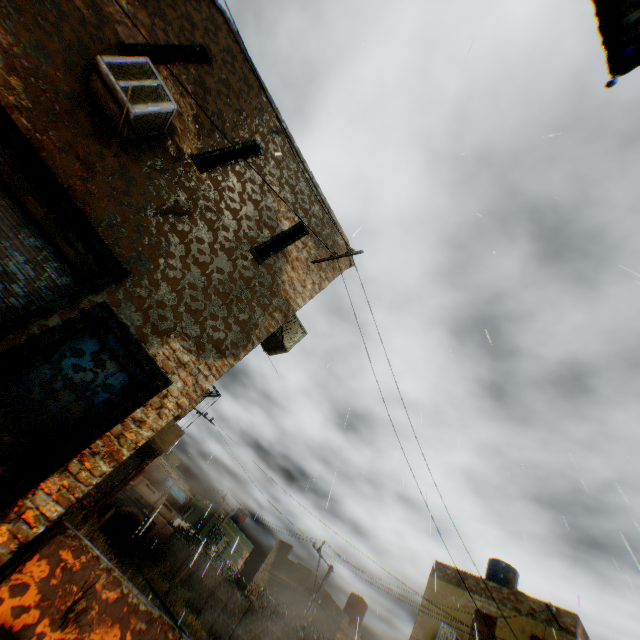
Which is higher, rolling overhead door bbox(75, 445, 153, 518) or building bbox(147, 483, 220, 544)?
building bbox(147, 483, 220, 544)

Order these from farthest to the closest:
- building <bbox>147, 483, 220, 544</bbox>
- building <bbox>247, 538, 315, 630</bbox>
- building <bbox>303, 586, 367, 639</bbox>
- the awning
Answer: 1. building <bbox>147, 483, 220, 544</bbox>
2. building <bbox>247, 538, 315, 630</bbox>
3. building <bbox>303, 586, 367, 639</bbox>
4. the awning

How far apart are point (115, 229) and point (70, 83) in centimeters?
233cm

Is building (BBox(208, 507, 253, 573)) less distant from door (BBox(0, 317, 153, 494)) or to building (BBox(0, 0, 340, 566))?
building (BBox(0, 0, 340, 566))

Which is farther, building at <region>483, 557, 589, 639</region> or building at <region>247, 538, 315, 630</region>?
building at <region>247, 538, 315, 630</region>

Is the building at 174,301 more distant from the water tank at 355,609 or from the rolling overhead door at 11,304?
the water tank at 355,609

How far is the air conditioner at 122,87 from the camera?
4.7m

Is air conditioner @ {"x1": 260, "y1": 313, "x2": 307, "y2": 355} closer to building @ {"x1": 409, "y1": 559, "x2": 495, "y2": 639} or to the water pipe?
building @ {"x1": 409, "y1": 559, "x2": 495, "y2": 639}
